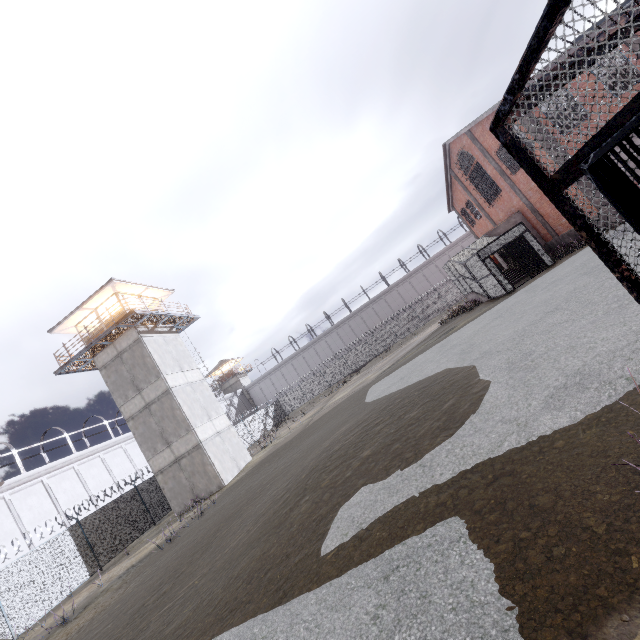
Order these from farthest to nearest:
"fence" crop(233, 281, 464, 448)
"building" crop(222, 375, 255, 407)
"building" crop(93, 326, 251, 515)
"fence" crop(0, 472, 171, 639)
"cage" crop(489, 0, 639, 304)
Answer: "building" crop(222, 375, 255, 407)
"fence" crop(233, 281, 464, 448)
"building" crop(93, 326, 251, 515)
"fence" crop(0, 472, 171, 639)
"cage" crop(489, 0, 639, 304)

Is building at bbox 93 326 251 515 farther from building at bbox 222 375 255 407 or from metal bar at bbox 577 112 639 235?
building at bbox 222 375 255 407

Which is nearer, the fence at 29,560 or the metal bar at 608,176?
the metal bar at 608,176

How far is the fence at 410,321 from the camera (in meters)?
39.09

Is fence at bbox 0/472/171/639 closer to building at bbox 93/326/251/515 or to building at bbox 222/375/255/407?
building at bbox 93/326/251/515

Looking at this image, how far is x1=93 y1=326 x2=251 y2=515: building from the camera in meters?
20.1 m

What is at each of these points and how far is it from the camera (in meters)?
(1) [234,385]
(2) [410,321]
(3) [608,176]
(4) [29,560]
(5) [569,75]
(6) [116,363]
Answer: (1) building, 59.25
(2) fence, 44.84
(3) metal bar, 1.65
(4) fence, 14.88
(5) cage, 2.15
(6) building, 21.55

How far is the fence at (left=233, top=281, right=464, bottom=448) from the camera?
39.09m
